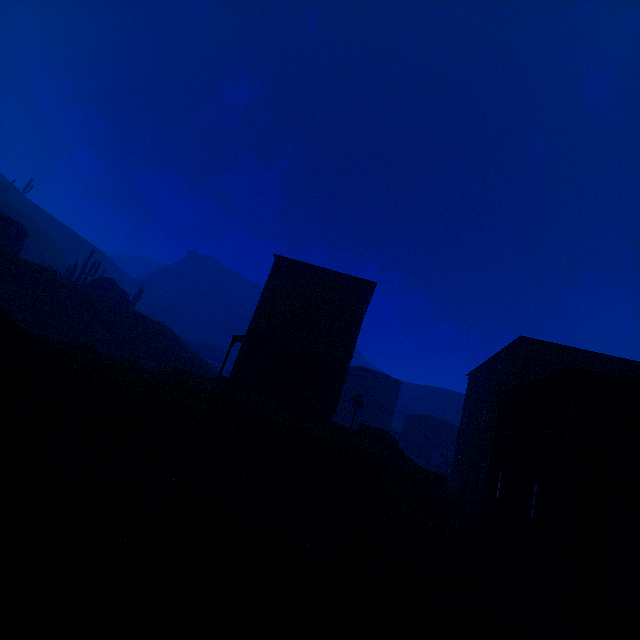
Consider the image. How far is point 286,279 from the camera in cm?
2516

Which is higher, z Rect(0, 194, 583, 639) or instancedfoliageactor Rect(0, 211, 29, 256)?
instancedfoliageactor Rect(0, 211, 29, 256)

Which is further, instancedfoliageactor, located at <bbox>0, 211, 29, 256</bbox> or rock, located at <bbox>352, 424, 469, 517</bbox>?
instancedfoliageactor, located at <bbox>0, 211, 29, 256</bbox>

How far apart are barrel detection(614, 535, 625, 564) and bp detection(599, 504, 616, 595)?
7.1m

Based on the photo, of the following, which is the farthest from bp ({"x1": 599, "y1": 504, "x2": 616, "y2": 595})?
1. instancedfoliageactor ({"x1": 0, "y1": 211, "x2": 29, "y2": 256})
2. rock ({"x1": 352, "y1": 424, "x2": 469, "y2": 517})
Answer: instancedfoliageactor ({"x1": 0, "y1": 211, "x2": 29, "y2": 256})

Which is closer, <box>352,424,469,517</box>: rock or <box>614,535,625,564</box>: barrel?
<box>614,535,625,564</box>: barrel

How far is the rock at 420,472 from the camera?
17.8m

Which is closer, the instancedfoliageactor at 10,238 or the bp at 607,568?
the bp at 607,568
